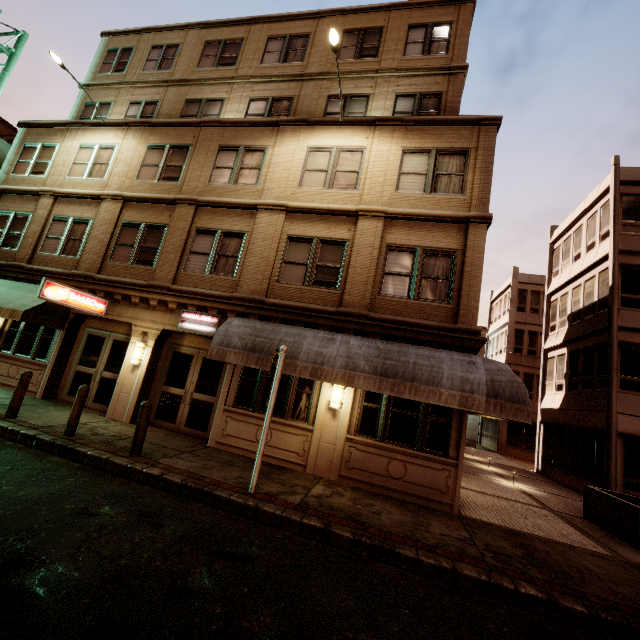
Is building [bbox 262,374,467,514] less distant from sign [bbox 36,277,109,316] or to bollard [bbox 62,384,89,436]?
sign [bbox 36,277,109,316]

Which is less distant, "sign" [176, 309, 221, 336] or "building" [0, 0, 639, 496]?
"building" [0, 0, 639, 496]

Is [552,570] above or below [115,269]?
below

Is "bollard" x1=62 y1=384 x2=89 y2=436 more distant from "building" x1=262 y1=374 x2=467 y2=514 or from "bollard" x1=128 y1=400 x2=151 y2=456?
"building" x1=262 y1=374 x2=467 y2=514

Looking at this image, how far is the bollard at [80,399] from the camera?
7.8 meters

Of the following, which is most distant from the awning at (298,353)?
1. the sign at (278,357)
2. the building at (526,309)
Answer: the sign at (278,357)

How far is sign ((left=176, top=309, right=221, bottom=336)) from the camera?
10.5m

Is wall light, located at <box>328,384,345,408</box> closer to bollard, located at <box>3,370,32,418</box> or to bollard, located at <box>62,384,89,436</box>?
bollard, located at <box>62,384,89,436</box>
